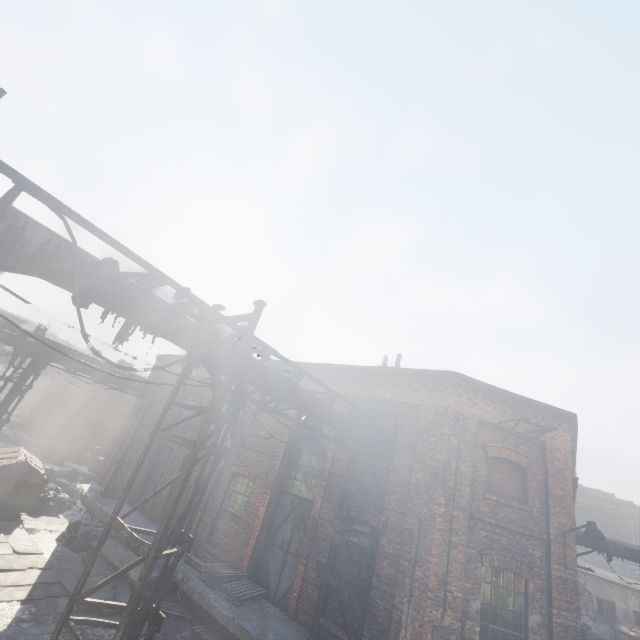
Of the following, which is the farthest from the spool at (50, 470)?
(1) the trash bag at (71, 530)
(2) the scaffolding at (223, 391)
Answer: (2) the scaffolding at (223, 391)

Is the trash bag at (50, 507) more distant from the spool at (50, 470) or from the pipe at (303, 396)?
→ the spool at (50, 470)

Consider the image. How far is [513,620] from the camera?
7.9m

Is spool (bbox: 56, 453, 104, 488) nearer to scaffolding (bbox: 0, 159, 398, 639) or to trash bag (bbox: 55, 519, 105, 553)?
trash bag (bbox: 55, 519, 105, 553)

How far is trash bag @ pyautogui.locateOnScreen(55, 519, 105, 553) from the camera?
11.3 meters

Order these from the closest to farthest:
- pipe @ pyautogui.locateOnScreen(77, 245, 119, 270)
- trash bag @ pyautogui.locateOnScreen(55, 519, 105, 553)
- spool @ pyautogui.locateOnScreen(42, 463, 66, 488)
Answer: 1. pipe @ pyautogui.locateOnScreen(77, 245, 119, 270)
2. trash bag @ pyautogui.locateOnScreen(55, 519, 105, 553)
3. spool @ pyautogui.locateOnScreen(42, 463, 66, 488)

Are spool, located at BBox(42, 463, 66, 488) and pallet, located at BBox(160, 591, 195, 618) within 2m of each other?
no

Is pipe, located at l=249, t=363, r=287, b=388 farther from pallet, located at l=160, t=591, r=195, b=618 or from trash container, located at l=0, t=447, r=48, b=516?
pallet, located at l=160, t=591, r=195, b=618
